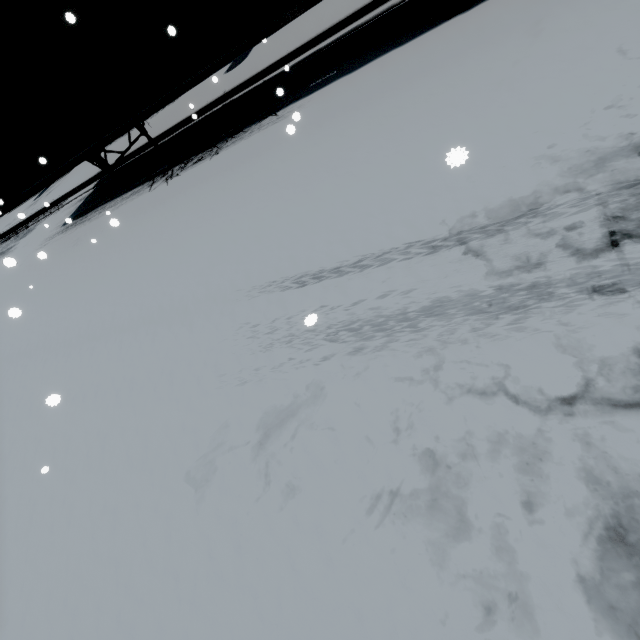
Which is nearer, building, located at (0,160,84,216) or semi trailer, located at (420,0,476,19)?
semi trailer, located at (420,0,476,19)

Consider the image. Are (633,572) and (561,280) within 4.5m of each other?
yes

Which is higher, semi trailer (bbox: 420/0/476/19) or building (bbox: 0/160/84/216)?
building (bbox: 0/160/84/216)

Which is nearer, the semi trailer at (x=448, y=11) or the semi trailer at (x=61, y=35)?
the semi trailer at (x=448, y=11)

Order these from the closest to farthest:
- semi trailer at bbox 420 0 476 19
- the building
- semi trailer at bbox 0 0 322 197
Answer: semi trailer at bbox 420 0 476 19 → semi trailer at bbox 0 0 322 197 → the building

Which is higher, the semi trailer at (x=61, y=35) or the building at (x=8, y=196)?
the semi trailer at (x=61, y=35)

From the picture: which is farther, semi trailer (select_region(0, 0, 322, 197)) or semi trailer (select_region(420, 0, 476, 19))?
semi trailer (select_region(0, 0, 322, 197))
